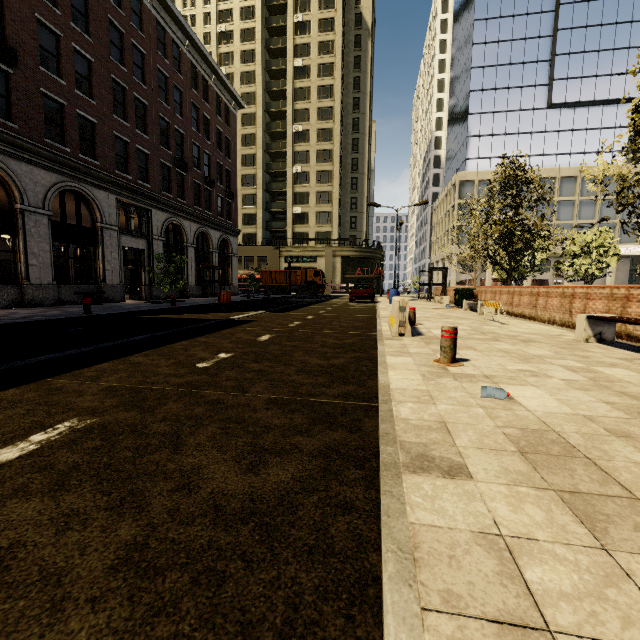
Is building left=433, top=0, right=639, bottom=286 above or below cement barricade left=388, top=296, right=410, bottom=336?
above

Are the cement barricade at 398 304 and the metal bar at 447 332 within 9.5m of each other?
yes

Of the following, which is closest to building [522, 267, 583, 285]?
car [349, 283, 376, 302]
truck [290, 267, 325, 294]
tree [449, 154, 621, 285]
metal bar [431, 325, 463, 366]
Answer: tree [449, 154, 621, 285]

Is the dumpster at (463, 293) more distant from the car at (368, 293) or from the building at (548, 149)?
the building at (548, 149)

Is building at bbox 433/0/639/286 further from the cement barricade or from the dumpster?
the dumpster

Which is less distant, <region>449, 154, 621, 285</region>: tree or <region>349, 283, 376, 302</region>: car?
<region>449, 154, 621, 285</region>: tree

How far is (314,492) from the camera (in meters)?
1.81

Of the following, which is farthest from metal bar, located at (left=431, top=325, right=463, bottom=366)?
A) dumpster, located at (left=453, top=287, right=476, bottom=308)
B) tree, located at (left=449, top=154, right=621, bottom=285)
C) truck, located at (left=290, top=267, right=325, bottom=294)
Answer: truck, located at (left=290, top=267, right=325, bottom=294)
